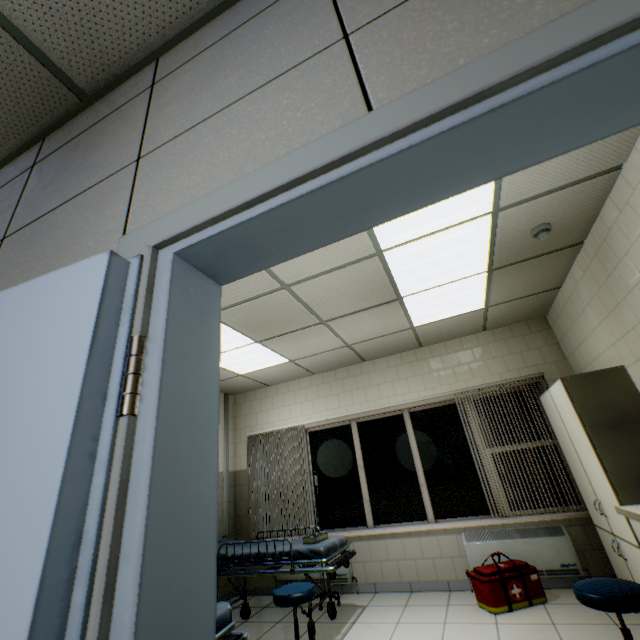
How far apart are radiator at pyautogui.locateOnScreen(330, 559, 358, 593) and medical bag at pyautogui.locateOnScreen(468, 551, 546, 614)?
1.71m

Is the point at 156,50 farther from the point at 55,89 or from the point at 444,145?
the point at 444,145

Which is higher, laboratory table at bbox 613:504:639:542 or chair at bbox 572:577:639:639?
laboratory table at bbox 613:504:639:542

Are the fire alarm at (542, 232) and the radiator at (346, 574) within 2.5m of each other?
no

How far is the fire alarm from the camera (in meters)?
A: 2.89

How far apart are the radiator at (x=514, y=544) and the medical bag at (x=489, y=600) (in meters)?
0.17

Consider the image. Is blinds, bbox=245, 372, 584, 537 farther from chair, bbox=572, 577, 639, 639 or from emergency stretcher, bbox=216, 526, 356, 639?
chair, bbox=572, 577, 639, 639

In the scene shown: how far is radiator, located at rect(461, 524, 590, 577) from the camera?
3.8 meters
